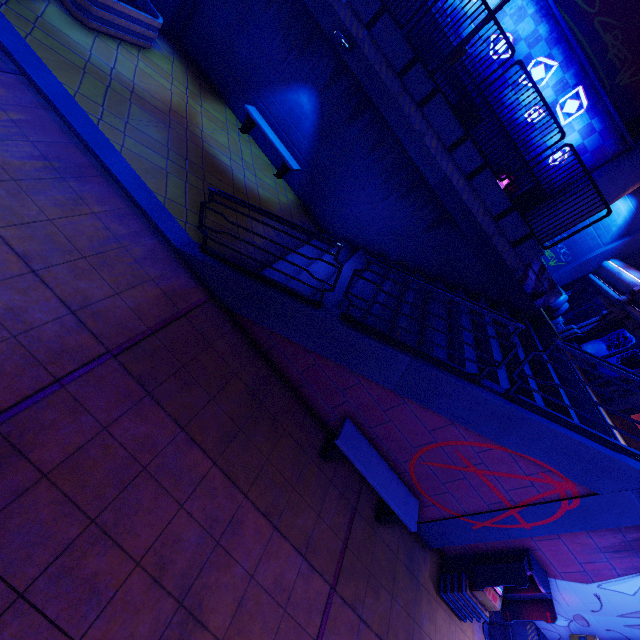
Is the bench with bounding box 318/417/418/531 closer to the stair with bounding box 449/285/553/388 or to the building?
the stair with bounding box 449/285/553/388

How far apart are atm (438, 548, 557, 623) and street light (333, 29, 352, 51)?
12.53m

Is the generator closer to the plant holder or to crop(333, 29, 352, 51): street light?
crop(333, 29, 352, 51): street light

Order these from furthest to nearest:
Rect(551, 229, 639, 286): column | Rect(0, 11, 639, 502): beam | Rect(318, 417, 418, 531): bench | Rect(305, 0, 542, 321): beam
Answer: Rect(551, 229, 639, 286): column → Rect(305, 0, 542, 321): beam → Rect(318, 417, 418, 531): bench → Rect(0, 11, 639, 502): beam

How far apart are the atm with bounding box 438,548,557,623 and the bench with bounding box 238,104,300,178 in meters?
11.6

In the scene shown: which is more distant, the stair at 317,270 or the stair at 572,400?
the stair at 317,270

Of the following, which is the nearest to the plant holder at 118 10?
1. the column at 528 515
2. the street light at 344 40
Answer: the street light at 344 40

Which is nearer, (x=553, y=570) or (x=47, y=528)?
(x=47, y=528)
